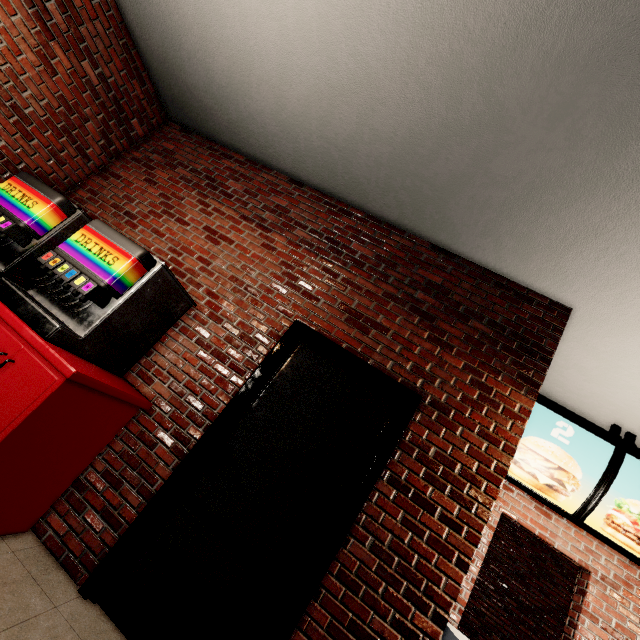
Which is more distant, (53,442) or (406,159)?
(406,159)
